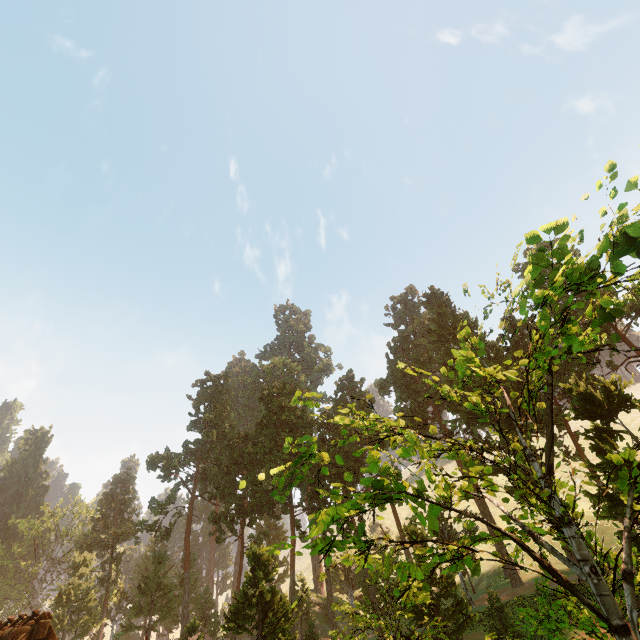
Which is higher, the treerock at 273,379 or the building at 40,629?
the treerock at 273,379

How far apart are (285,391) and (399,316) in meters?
25.4

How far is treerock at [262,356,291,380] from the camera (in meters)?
57.88

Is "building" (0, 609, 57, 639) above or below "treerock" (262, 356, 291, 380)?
below

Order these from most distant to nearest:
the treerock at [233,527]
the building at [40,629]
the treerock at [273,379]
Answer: the treerock at [273,379] → the building at [40,629] → the treerock at [233,527]

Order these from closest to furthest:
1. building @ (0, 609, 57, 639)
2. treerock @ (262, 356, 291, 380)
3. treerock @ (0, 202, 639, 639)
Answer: treerock @ (0, 202, 639, 639) < building @ (0, 609, 57, 639) < treerock @ (262, 356, 291, 380)

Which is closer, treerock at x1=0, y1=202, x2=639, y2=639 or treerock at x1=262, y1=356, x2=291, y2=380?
treerock at x1=0, y1=202, x2=639, y2=639

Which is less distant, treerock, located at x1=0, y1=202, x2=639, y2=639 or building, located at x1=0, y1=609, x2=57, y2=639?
treerock, located at x1=0, y1=202, x2=639, y2=639
